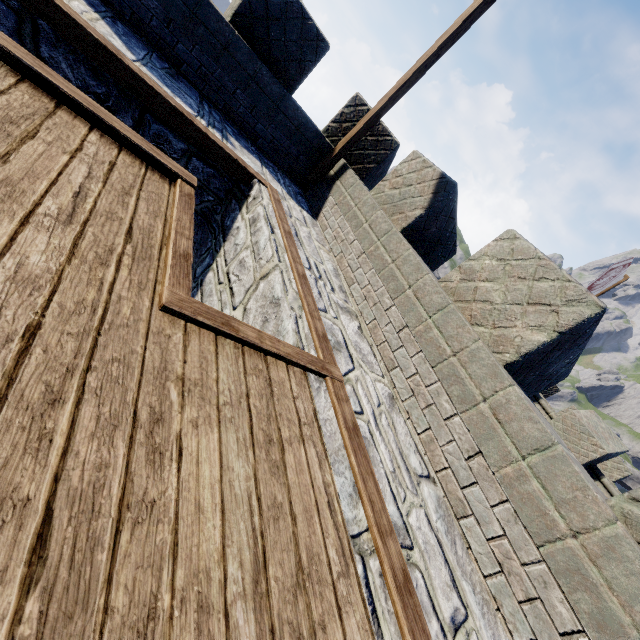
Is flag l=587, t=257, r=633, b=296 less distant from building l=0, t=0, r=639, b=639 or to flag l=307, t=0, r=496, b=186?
building l=0, t=0, r=639, b=639

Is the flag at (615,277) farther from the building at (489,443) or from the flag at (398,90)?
the flag at (398,90)

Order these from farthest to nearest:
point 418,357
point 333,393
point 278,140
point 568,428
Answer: point 568,428, point 278,140, point 418,357, point 333,393

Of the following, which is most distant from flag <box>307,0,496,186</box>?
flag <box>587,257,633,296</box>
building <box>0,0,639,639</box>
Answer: flag <box>587,257,633,296</box>

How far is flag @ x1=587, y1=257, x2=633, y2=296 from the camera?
9.8m

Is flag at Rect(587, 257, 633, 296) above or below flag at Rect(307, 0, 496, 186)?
above

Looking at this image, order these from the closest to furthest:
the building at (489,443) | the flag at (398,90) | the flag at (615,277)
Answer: the building at (489,443)
the flag at (398,90)
the flag at (615,277)
